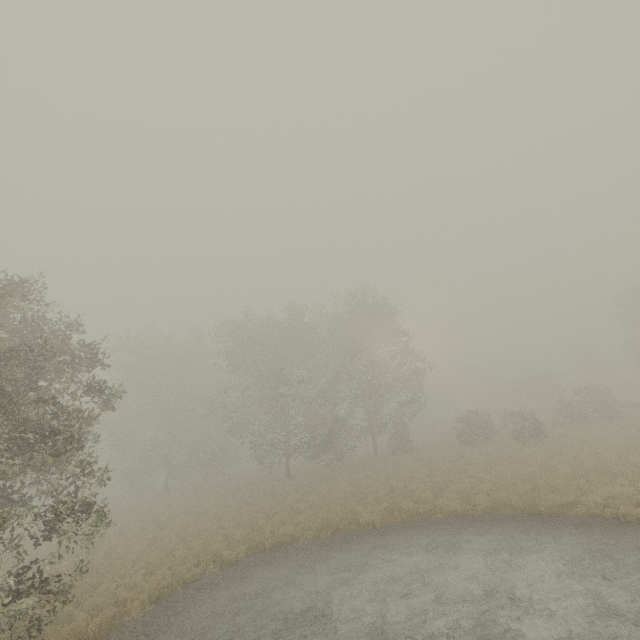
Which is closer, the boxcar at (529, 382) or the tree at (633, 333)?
the tree at (633, 333)

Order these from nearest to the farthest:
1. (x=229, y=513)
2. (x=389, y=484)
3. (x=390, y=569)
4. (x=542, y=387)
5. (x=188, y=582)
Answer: (x=390, y=569), (x=188, y=582), (x=389, y=484), (x=229, y=513), (x=542, y=387)

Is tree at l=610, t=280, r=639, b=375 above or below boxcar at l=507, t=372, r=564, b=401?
above

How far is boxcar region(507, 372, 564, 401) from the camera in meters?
48.0

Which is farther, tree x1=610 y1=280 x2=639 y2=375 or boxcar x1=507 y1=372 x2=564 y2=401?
boxcar x1=507 y1=372 x2=564 y2=401

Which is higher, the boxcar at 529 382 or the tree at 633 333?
the tree at 633 333
